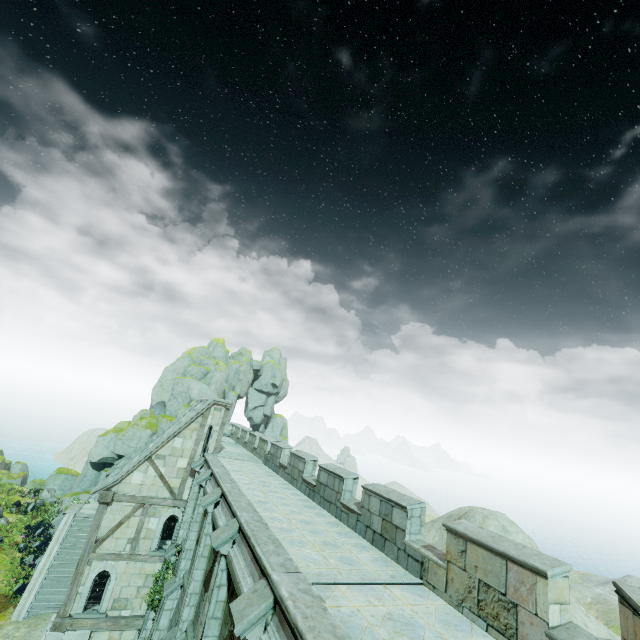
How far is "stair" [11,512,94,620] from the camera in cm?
1847

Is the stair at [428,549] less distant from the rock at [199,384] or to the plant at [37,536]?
the rock at [199,384]

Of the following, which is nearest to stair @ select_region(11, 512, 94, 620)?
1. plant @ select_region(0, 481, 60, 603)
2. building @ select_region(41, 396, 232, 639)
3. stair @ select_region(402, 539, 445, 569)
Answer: building @ select_region(41, 396, 232, 639)

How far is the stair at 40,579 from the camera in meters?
18.5 m

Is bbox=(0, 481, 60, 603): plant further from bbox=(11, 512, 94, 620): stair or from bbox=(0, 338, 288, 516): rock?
bbox=(11, 512, 94, 620): stair

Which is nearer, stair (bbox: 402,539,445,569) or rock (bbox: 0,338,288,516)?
stair (bbox: 402,539,445,569)

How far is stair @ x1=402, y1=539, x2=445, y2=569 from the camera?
7.3m

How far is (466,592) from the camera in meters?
6.5 m
